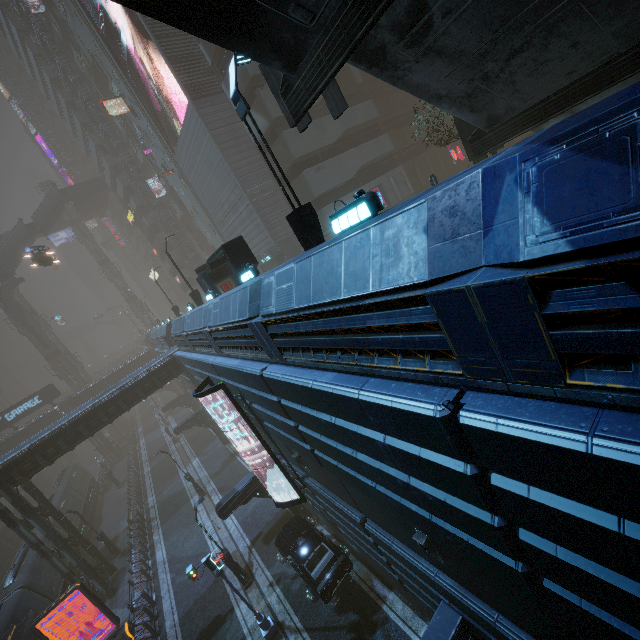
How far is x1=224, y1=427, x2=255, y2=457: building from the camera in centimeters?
2092cm

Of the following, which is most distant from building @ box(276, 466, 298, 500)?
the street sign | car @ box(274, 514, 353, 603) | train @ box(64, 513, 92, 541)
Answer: train @ box(64, 513, 92, 541)

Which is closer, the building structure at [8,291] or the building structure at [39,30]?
the building structure at [39,30]

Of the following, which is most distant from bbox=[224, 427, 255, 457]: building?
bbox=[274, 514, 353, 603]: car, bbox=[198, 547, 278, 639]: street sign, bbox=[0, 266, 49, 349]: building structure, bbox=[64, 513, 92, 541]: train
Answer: bbox=[0, 266, 49, 349]: building structure

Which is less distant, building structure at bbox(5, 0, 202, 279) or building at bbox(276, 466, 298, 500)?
building at bbox(276, 466, 298, 500)

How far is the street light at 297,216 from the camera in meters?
7.8

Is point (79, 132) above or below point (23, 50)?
below

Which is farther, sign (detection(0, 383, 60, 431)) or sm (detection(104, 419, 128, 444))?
Answer: sm (detection(104, 419, 128, 444))
